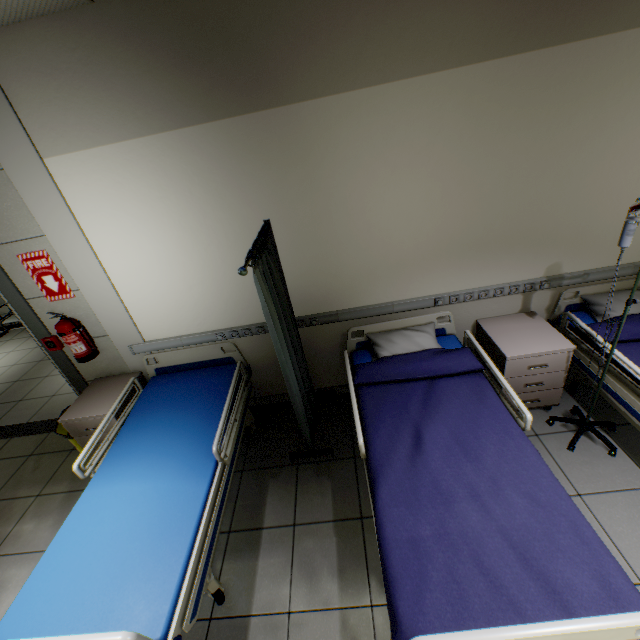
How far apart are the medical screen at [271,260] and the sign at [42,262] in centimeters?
186cm

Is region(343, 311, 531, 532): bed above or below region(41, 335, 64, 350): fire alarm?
below

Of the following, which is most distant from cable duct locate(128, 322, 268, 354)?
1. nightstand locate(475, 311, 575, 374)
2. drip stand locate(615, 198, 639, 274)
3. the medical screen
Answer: drip stand locate(615, 198, 639, 274)

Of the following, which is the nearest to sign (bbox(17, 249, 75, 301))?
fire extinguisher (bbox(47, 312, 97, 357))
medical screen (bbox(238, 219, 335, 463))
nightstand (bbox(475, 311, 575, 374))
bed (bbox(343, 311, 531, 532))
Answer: fire extinguisher (bbox(47, 312, 97, 357))

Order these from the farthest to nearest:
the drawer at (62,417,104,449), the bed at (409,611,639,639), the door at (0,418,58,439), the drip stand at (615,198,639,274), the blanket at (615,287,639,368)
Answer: the door at (0,418,58,439), the drawer at (62,417,104,449), the blanket at (615,287,639,368), the drip stand at (615,198,639,274), the bed at (409,611,639,639)

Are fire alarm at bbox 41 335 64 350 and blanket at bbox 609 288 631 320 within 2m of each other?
no

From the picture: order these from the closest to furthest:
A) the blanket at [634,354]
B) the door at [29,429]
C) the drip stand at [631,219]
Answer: the drip stand at [631,219], the blanket at [634,354], the door at [29,429]

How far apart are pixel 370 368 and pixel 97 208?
2.5m
